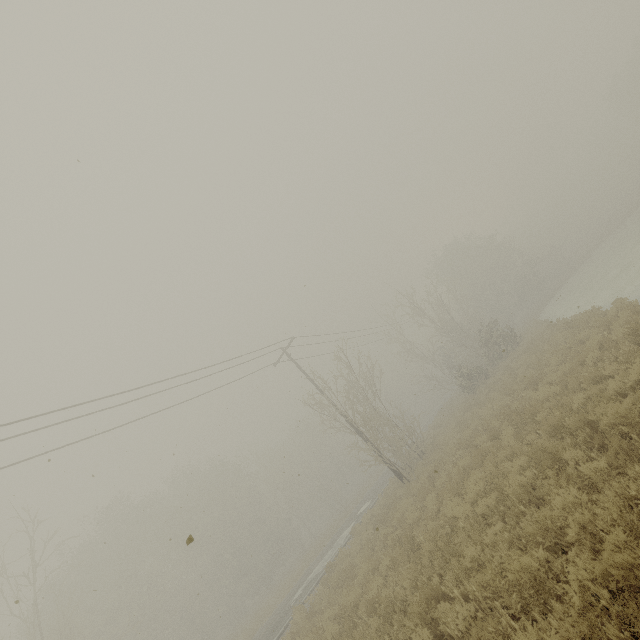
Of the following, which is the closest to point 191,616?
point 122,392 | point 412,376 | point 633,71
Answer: point 122,392
